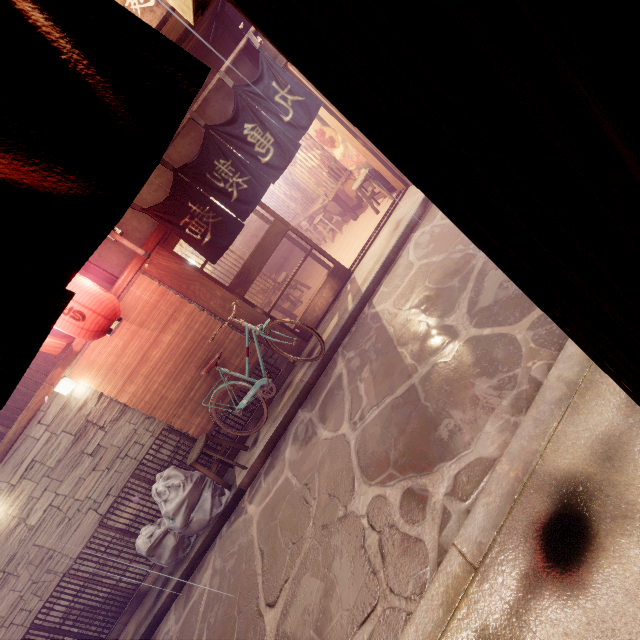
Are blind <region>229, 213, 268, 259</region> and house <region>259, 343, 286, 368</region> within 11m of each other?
no

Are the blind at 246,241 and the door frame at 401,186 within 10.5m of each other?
no

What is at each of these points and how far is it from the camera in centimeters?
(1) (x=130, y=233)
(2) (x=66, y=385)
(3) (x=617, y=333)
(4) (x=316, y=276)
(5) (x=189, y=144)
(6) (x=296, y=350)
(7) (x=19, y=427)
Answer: (1) house, 888cm
(2) light, 821cm
(3) door frame, 94cm
(4) building, 1431cm
(5) house, 909cm
(6) wood pole, 1027cm
(7) wood bar, 809cm

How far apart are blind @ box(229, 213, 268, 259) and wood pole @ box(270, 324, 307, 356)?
14.31m

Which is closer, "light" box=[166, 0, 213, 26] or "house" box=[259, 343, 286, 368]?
"light" box=[166, 0, 213, 26]

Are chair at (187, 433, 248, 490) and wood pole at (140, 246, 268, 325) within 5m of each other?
yes

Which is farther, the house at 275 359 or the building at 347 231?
the building at 347 231

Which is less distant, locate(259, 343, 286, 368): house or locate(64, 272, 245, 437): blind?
locate(64, 272, 245, 437): blind
